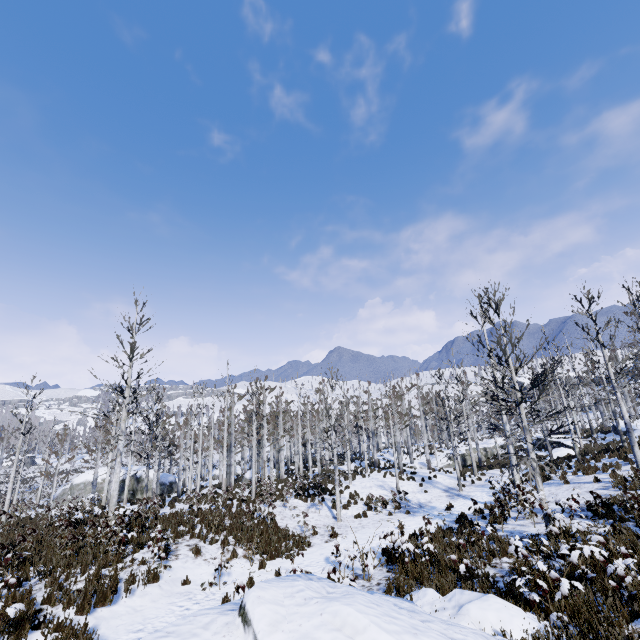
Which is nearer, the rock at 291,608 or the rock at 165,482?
the rock at 291,608

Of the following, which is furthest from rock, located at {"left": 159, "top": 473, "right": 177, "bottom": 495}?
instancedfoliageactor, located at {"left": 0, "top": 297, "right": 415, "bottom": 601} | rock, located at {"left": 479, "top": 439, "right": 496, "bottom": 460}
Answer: rock, located at {"left": 479, "top": 439, "right": 496, "bottom": 460}

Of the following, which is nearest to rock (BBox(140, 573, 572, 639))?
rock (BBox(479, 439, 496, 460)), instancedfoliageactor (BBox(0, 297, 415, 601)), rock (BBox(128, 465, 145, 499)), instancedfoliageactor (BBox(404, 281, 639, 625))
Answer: instancedfoliageactor (BBox(404, 281, 639, 625))

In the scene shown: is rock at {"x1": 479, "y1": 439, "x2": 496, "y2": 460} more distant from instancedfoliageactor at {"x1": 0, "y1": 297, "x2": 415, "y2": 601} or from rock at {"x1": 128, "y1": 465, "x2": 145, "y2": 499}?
rock at {"x1": 128, "y1": 465, "x2": 145, "y2": 499}

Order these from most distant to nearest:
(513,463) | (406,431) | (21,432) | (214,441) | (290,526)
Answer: (214,441) < (406,431) < (21,432) < (513,463) < (290,526)

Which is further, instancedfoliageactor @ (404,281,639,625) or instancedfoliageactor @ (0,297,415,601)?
instancedfoliageactor @ (0,297,415,601)

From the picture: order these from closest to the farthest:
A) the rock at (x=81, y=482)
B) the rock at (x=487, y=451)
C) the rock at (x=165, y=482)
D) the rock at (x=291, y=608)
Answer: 1. the rock at (x=291, y=608)
2. the rock at (x=81, y=482)
3. the rock at (x=165, y=482)
4. the rock at (x=487, y=451)
